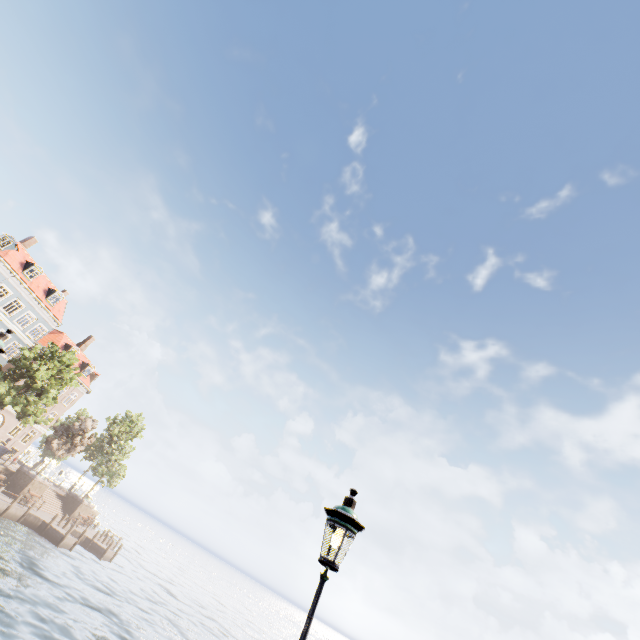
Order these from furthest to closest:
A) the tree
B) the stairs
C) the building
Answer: the building, the stairs, the tree

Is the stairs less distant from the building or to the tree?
the building

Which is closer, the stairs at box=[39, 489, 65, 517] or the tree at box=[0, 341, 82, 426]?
the tree at box=[0, 341, 82, 426]

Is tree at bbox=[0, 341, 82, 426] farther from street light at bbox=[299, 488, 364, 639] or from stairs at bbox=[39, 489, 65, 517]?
stairs at bbox=[39, 489, 65, 517]

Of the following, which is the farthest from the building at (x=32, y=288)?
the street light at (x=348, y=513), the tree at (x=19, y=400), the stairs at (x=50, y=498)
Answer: the street light at (x=348, y=513)

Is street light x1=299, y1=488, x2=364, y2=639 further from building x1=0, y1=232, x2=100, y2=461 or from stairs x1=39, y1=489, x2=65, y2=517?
stairs x1=39, y1=489, x2=65, y2=517

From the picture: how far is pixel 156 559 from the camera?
59.94m

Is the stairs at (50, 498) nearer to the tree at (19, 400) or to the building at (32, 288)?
the building at (32, 288)
